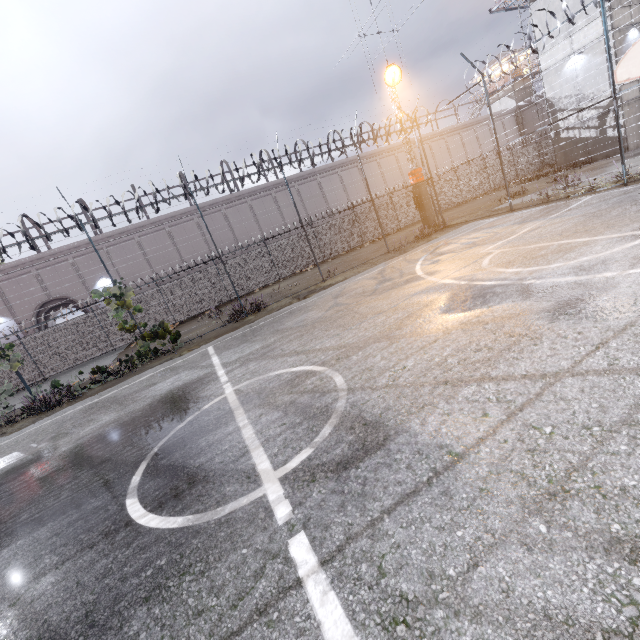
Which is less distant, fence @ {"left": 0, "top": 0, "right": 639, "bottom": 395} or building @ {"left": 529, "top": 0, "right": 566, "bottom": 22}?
fence @ {"left": 0, "top": 0, "right": 639, "bottom": 395}

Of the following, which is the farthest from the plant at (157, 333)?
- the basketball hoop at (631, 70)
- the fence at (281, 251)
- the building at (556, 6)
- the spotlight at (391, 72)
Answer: the building at (556, 6)

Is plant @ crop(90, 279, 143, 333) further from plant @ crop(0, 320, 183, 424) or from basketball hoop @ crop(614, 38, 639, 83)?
basketball hoop @ crop(614, 38, 639, 83)

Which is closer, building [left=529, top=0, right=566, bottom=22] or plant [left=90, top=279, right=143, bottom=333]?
plant [left=90, top=279, right=143, bottom=333]

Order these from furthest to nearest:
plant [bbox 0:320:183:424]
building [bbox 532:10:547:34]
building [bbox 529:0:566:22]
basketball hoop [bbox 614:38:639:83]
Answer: building [bbox 532:10:547:34] < building [bbox 529:0:566:22] < plant [bbox 0:320:183:424] < basketball hoop [bbox 614:38:639:83]

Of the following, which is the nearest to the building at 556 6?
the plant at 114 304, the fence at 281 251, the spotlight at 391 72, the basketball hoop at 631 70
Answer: the fence at 281 251

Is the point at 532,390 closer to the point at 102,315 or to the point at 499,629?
the point at 499,629
